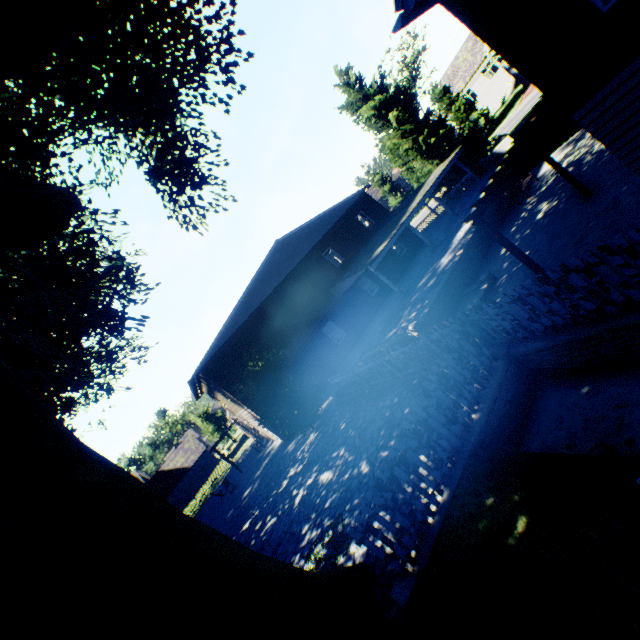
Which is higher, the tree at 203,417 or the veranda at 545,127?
the tree at 203,417

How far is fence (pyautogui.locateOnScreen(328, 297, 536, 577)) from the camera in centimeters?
520cm

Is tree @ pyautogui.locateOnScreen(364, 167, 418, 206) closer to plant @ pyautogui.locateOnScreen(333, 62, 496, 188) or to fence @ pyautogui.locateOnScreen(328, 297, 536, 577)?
fence @ pyautogui.locateOnScreen(328, 297, 536, 577)

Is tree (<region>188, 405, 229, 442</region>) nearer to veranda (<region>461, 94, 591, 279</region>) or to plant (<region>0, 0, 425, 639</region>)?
plant (<region>0, 0, 425, 639</region>)

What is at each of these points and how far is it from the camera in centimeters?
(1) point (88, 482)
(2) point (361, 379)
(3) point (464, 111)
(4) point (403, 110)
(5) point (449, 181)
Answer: (1) plant, 347cm
(2) fence, 1296cm
(3) tree, 4303cm
(4) plant, 2712cm
(5) plant, 2955cm

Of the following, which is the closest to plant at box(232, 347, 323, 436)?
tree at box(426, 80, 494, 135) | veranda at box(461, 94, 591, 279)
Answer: tree at box(426, 80, 494, 135)

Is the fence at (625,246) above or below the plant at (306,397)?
below
